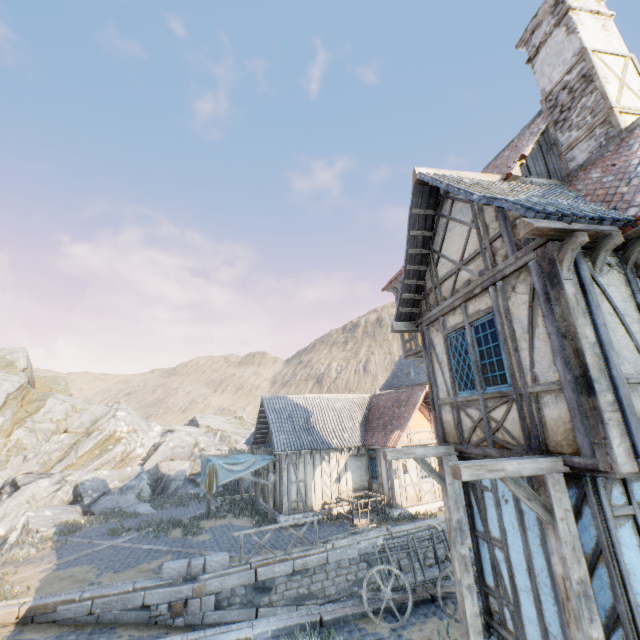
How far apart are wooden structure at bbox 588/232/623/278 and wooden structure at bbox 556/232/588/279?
0.4 meters

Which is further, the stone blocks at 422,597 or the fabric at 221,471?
the fabric at 221,471

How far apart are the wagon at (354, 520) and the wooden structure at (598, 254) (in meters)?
14.28

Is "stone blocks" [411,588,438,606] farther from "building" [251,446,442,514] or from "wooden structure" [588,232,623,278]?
"wooden structure" [588,232,623,278]

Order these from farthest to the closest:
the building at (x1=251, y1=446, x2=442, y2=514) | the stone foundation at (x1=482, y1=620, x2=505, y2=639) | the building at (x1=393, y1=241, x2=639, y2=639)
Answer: the building at (x1=251, y1=446, x2=442, y2=514)
the stone foundation at (x1=482, y1=620, x2=505, y2=639)
the building at (x1=393, y1=241, x2=639, y2=639)

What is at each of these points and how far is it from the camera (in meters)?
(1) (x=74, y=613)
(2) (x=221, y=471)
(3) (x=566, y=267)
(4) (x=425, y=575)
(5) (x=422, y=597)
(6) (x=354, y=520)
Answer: (1) stone blocks, 9.38
(2) fabric, 15.82
(3) wooden structure, 4.38
(4) wagon, 8.13
(5) stone blocks, 8.54
(6) wagon, 15.54

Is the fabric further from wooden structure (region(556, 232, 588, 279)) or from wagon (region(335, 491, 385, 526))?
wooden structure (region(556, 232, 588, 279))

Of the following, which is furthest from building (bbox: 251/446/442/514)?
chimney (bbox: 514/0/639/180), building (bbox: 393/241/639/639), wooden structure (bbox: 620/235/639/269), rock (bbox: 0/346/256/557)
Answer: wooden structure (bbox: 620/235/639/269)
